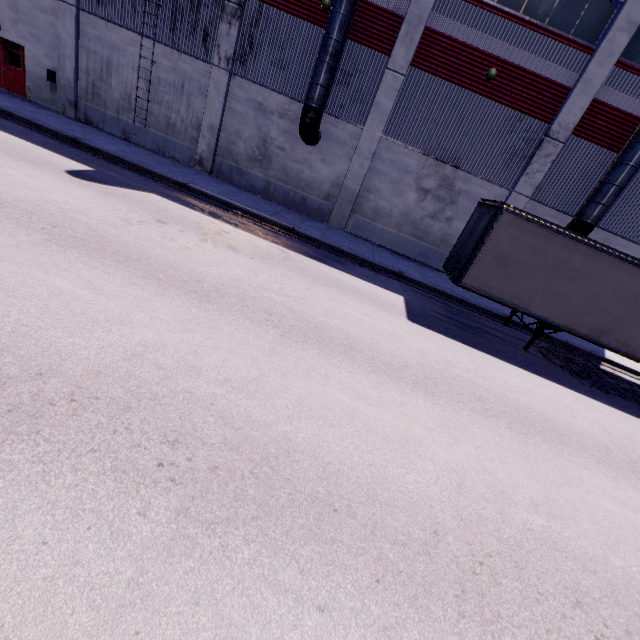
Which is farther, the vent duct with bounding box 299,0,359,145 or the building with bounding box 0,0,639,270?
the building with bounding box 0,0,639,270

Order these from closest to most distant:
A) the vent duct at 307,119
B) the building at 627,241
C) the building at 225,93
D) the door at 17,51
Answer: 1. the vent duct at 307,119
2. the building at 225,93
3. the building at 627,241
4. the door at 17,51

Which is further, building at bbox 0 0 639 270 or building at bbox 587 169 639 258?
building at bbox 587 169 639 258

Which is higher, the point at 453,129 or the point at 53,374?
the point at 453,129

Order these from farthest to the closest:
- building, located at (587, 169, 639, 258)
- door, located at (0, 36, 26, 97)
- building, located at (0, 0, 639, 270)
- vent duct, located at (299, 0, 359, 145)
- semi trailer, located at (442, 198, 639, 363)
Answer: door, located at (0, 36, 26, 97) < building, located at (587, 169, 639, 258) < building, located at (0, 0, 639, 270) < vent duct, located at (299, 0, 359, 145) < semi trailer, located at (442, 198, 639, 363)

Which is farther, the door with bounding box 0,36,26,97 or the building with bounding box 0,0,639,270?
the door with bounding box 0,36,26,97

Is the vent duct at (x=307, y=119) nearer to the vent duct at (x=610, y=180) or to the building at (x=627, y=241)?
the building at (x=627, y=241)
